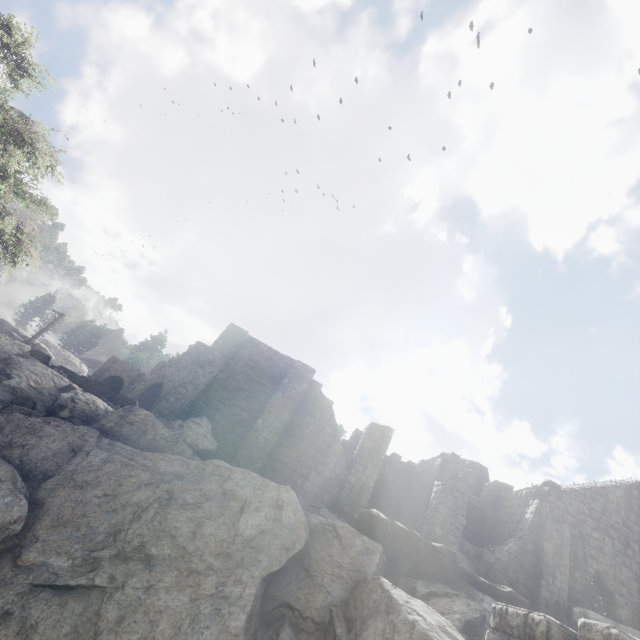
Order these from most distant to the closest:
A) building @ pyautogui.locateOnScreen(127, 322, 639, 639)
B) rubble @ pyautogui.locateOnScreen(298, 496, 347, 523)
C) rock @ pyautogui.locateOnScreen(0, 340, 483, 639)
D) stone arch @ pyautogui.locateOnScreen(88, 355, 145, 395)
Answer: stone arch @ pyautogui.locateOnScreen(88, 355, 145, 395), building @ pyautogui.locateOnScreen(127, 322, 639, 639), rubble @ pyautogui.locateOnScreen(298, 496, 347, 523), rock @ pyautogui.locateOnScreen(0, 340, 483, 639)

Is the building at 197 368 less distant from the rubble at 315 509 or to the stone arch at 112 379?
the rubble at 315 509

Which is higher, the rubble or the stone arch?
the stone arch

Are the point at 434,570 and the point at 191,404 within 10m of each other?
no

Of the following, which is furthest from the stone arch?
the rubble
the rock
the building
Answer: the rubble

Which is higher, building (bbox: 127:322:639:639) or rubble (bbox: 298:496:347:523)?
building (bbox: 127:322:639:639)

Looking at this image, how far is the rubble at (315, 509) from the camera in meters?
13.1 m

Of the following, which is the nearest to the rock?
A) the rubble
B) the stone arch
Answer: the rubble
